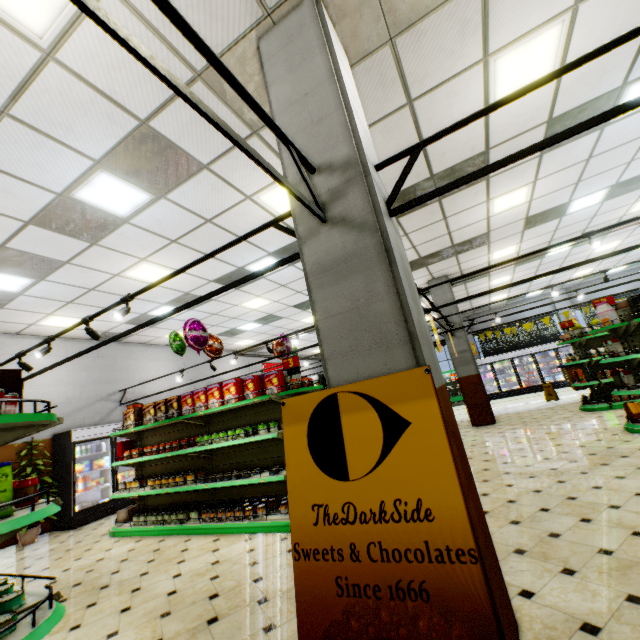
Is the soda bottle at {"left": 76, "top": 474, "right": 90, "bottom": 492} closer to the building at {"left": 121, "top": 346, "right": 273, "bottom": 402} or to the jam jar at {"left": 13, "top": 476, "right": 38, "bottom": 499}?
the building at {"left": 121, "top": 346, "right": 273, "bottom": 402}

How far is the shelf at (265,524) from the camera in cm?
498

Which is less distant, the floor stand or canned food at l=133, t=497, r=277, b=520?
canned food at l=133, t=497, r=277, b=520

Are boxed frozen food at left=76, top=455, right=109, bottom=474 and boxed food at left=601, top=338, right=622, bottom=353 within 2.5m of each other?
no

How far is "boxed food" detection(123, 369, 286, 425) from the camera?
5.41m

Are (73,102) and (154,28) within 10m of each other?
yes

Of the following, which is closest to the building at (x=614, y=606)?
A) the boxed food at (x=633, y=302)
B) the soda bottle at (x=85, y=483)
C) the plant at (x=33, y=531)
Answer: the plant at (x=33, y=531)

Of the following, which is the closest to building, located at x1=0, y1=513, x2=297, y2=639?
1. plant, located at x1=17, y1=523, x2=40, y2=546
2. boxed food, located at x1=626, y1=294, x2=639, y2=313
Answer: plant, located at x1=17, y1=523, x2=40, y2=546
